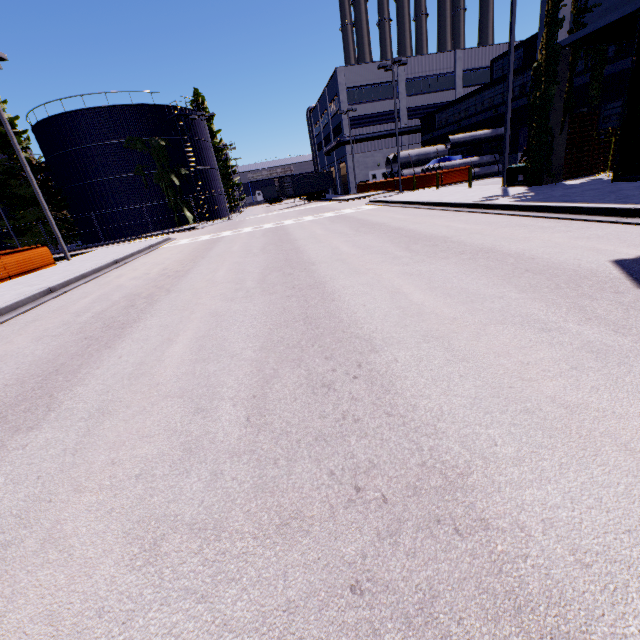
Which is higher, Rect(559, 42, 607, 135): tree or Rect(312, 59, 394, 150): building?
Rect(312, 59, 394, 150): building

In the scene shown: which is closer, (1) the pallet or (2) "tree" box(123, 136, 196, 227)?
(1) the pallet

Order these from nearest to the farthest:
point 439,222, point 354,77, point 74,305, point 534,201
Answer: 1. point 74,305
2. point 534,201
3. point 439,222
4. point 354,77

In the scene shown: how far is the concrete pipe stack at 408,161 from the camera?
28.9m

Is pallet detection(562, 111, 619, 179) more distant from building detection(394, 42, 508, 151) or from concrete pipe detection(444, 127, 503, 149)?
concrete pipe detection(444, 127, 503, 149)

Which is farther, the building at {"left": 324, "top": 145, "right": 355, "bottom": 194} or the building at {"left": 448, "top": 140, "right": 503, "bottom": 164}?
the building at {"left": 324, "top": 145, "right": 355, "bottom": 194}

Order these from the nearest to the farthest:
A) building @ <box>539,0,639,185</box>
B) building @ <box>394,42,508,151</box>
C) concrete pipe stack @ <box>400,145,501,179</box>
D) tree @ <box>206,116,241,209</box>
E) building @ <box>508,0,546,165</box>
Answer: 1. building @ <box>539,0,639,185</box>
2. building @ <box>508,0,546,165</box>
3. concrete pipe stack @ <box>400,145,501,179</box>
4. building @ <box>394,42,508,151</box>
5. tree @ <box>206,116,241,209</box>

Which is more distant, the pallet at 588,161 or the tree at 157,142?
the tree at 157,142
